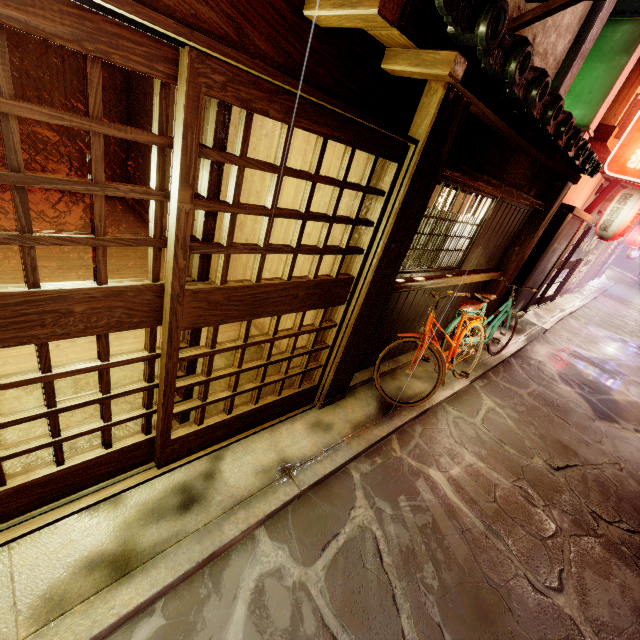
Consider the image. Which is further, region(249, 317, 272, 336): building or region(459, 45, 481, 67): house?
region(249, 317, 272, 336): building

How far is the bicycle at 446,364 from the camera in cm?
755

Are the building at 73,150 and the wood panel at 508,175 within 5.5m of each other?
no

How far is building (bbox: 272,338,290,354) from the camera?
7.74m

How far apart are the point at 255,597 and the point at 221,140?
5.32m

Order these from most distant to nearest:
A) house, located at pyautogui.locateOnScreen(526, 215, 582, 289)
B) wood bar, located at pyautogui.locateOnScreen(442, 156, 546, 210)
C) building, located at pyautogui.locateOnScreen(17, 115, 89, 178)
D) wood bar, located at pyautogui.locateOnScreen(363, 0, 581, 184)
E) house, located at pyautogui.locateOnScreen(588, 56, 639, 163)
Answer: house, located at pyautogui.locateOnScreen(526, 215, 582, 289), building, located at pyautogui.locateOnScreen(17, 115, 89, 178), house, located at pyautogui.locateOnScreen(588, 56, 639, 163), wood bar, located at pyautogui.locateOnScreen(442, 156, 546, 210), wood bar, located at pyautogui.locateOnScreen(363, 0, 581, 184)

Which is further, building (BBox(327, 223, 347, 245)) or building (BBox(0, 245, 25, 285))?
building (BBox(0, 245, 25, 285))

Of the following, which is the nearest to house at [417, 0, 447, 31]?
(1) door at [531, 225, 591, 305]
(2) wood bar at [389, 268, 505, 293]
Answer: (2) wood bar at [389, 268, 505, 293]
